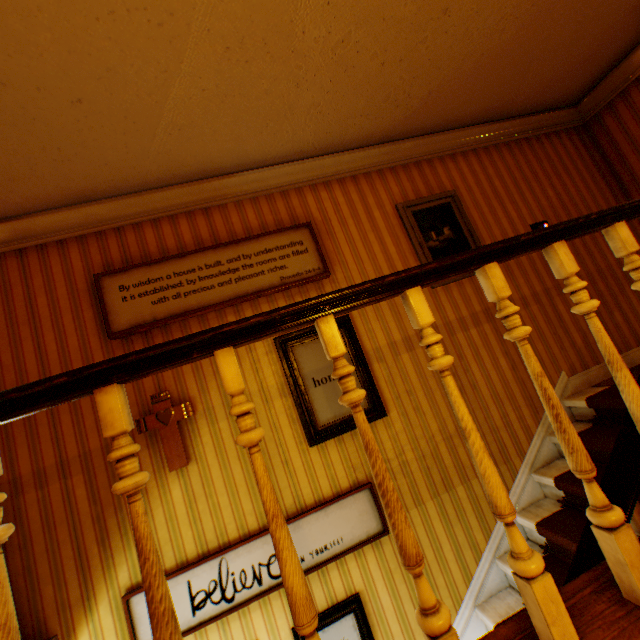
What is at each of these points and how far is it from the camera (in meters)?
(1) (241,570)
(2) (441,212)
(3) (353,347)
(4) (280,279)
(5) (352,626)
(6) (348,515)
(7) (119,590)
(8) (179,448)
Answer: (1) picture frame, 2.46
(2) picture frame, 3.57
(3) picture frame, 3.00
(4) picture frame, 3.01
(5) picture frame, 2.50
(6) picture frame, 2.67
(7) building, 2.34
(8) crucifix, 2.59

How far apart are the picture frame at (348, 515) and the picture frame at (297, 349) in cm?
45

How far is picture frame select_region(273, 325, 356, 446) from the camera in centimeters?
279cm

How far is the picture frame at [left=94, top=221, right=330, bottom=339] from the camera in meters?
2.7 m

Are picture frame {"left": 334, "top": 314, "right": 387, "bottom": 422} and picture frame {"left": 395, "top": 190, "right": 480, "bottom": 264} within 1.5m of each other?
yes

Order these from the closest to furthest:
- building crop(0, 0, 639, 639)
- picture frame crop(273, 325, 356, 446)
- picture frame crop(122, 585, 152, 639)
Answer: building crop(0, 0, 639, 639), picture frame crop(122, 585, 152, 639), picture frame crop(273, 325, 356, 446)

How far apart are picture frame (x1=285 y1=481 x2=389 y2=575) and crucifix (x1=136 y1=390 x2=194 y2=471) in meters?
0.7

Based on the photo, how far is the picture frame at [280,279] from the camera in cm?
274
